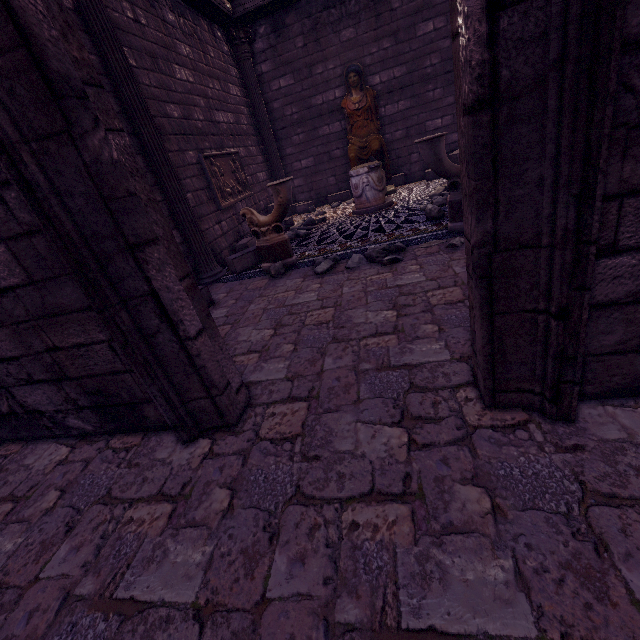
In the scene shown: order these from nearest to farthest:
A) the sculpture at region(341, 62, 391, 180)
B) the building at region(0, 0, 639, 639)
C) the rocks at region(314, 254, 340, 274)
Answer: the building at region(0, 0, 639, 639), the rocks at region(314, 254, 340, 274), the sculpture at region(341, 62, 391, 180)

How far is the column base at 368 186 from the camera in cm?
671

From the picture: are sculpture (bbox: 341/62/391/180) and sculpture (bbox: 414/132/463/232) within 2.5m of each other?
no

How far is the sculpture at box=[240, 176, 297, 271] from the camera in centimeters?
466cm

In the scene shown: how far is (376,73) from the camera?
8.6m

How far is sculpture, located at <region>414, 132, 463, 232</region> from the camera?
4.02m

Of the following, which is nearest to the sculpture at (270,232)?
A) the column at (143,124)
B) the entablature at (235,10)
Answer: the column at (143,124)

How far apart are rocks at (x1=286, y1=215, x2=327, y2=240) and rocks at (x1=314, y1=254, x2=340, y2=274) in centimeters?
224cm
